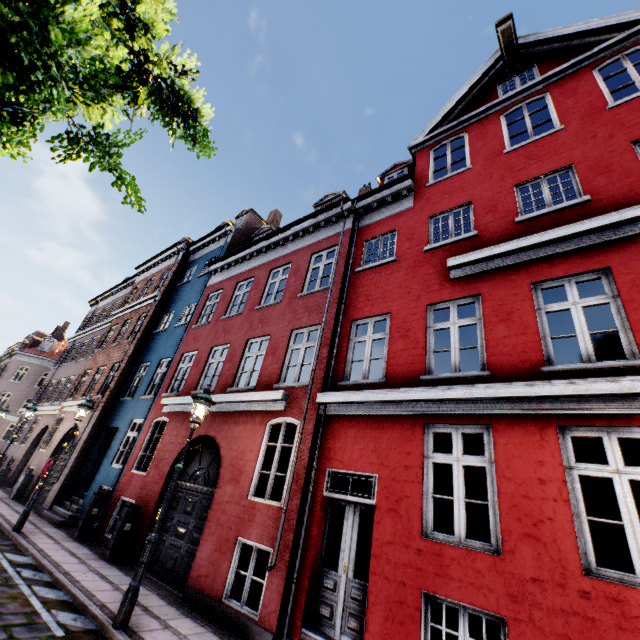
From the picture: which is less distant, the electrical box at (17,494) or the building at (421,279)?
the building at (421,279)

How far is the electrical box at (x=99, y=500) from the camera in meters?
10.0 m

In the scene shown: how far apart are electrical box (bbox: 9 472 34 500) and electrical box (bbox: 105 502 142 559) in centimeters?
960cm

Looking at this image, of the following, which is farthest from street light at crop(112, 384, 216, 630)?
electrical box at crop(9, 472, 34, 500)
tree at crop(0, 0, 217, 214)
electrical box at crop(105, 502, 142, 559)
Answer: electrical box at crop(105, 502, 142, 559)

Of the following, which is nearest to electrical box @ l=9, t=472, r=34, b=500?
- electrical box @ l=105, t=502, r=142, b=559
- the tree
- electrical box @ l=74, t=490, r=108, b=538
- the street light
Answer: the street light

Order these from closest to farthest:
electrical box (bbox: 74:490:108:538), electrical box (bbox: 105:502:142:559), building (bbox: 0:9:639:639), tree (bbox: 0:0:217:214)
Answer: tree (bbox: 0:0:217:214) → building (bbox: 0:9:639:639) → electrical box (bbox: 105:502:142:559) → electrical box (bbox: 74:490:108:538)

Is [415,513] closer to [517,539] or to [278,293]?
[517,539]

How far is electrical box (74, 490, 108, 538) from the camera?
10.0m
